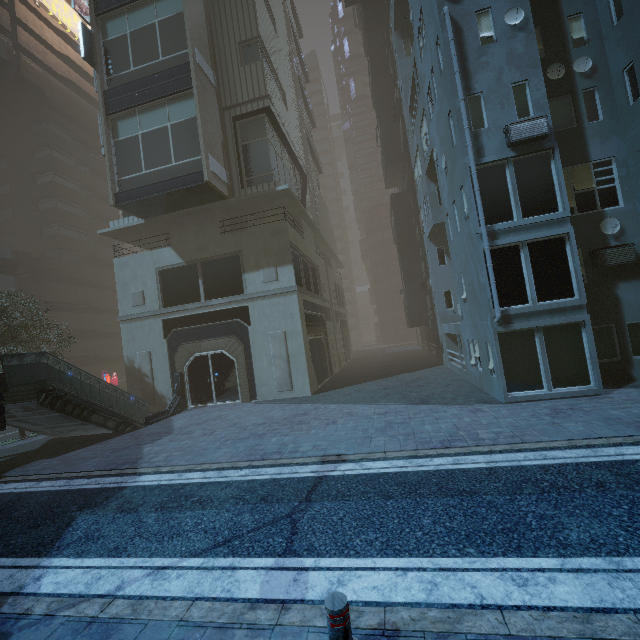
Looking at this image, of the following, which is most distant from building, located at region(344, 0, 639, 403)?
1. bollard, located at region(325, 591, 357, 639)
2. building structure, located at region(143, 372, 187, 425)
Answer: bollard, located at region(325, 591, 357, 639)

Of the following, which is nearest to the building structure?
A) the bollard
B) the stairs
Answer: the stairs

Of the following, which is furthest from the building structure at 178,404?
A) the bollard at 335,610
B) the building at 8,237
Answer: the bollard at 335,610

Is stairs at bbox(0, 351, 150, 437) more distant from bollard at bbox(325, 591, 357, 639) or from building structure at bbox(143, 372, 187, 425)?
bollard at bbox(325, 591, 357, 639)

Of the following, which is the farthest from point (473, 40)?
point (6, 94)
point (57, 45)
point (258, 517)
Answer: point (57, 45)

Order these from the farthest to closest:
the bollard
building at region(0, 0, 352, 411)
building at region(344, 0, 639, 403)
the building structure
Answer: building at region(0, 0, 352, 411)
the building structure
building at region(344, 0, 639, 403)
the bollard

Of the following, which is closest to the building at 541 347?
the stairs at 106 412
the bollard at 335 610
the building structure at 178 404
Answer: the building structure at 178 404

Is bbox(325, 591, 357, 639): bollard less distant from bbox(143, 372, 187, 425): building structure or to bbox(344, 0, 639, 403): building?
bbox(344, 0, 639, 403): building
